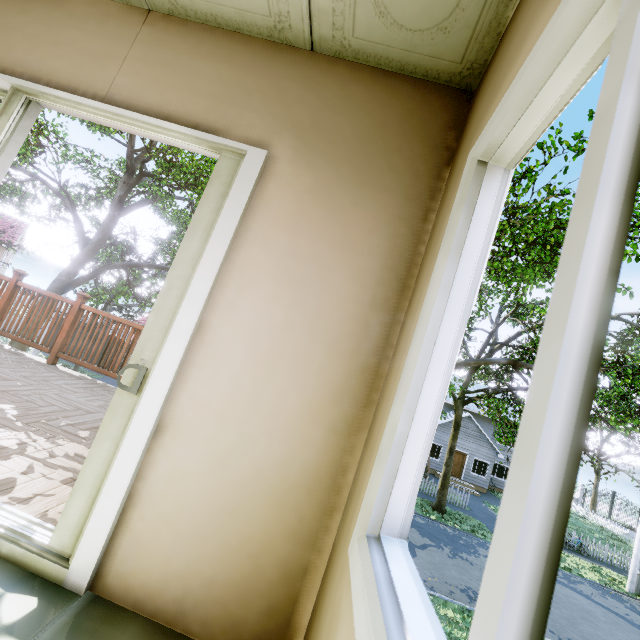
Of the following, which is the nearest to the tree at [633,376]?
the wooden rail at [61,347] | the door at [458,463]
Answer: the wooden rail at [61,347]

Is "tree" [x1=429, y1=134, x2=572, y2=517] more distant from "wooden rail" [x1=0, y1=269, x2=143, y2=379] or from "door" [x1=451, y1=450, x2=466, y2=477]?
"door" [x1=451, y1=450, x2=466, y2=477]

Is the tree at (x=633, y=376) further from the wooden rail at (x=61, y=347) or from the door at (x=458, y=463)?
the door at (x=458, y=463)

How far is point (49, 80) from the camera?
1.8m

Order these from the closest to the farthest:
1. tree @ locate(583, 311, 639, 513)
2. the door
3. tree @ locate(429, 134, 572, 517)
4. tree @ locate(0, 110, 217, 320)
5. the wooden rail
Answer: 1. the wooden rail
2. tree @ locate(429, 134, 572, 517)
3. tree @ locate(583, 311, 639, 513)
4. tree @ locate(0, 110, 217, 320)
5. the door

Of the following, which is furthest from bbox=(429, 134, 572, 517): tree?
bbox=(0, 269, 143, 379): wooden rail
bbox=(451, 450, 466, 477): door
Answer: bbox=(451, 450, 466, 477): door

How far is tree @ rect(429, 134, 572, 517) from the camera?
7.3 meters

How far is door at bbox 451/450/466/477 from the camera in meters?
27.0 m
